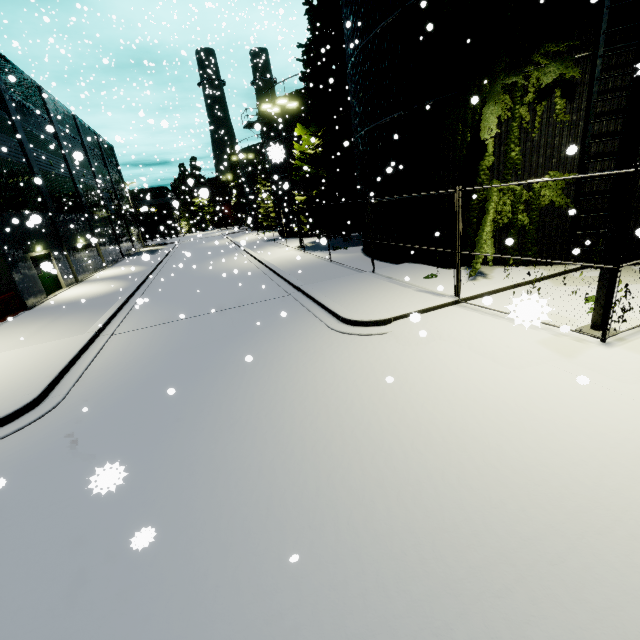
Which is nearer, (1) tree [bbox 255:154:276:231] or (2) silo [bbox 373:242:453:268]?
(2) silo [bbox 373:242:453:268]

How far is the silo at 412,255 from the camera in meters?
13.0 m

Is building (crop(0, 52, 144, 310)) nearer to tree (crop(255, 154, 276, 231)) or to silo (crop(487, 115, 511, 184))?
silo (crop(487, 115, 511, 184))

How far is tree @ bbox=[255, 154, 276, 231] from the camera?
44.45m

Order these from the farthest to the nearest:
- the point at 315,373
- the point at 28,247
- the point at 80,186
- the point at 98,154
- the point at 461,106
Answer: the point at 98,154 < the point at 80,186 < the point at 28,247 < the point at 461,106 < the point at 315,373

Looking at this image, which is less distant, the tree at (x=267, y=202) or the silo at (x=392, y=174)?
the silo at (x=392, y=174)

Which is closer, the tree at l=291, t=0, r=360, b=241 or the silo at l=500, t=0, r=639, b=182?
the silo at l=500, t=0, r=639, b=182

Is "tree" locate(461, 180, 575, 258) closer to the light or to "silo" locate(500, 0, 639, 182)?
"silo" locate(500, 0, 639, 182)
